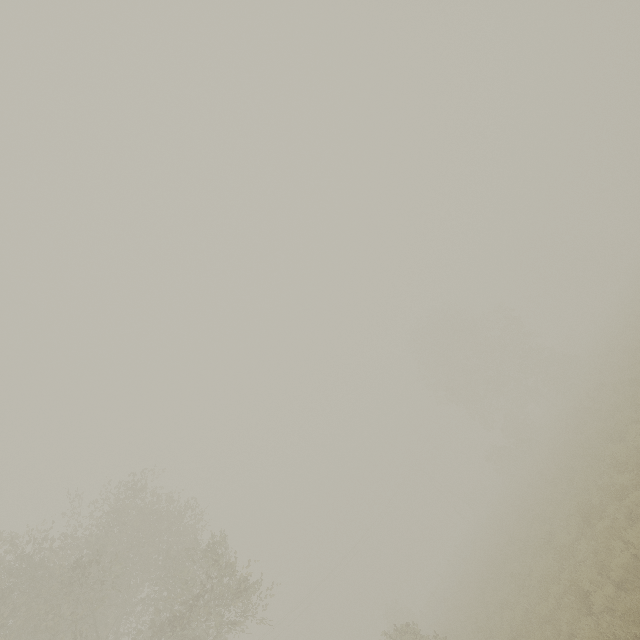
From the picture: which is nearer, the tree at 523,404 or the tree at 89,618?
the tree at 89,618

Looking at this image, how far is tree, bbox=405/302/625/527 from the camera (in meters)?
35.03

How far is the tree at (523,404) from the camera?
35.0 meters

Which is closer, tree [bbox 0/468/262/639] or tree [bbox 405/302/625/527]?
tree [bbox 0/468/262/639]

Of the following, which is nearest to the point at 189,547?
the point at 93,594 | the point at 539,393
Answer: the point at 93,594
